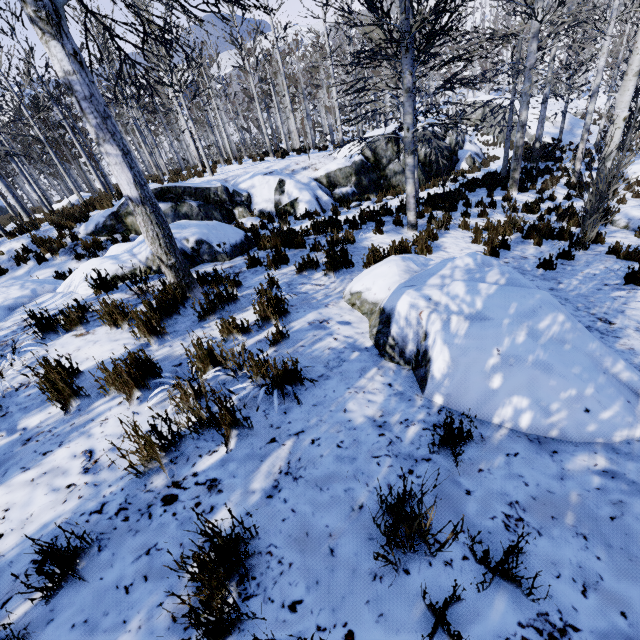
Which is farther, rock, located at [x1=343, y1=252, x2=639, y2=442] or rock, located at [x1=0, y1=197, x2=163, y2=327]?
rock, located at [x1=0, y1=197, x2=163, y2=327]

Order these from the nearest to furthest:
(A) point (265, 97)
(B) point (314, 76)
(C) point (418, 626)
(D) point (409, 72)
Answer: (C) point (418, 626), (D) point (409, 72), (B) point (314, 76), (A) point (265, 97)

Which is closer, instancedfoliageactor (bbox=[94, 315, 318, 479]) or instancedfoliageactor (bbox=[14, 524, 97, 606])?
instancedfoliageactor (bbox=[14, 524, 97, 606])

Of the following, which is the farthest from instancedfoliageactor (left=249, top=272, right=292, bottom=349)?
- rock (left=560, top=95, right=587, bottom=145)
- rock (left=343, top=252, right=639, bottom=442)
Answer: rock (left=560, top=95, right=587, bottom=145)

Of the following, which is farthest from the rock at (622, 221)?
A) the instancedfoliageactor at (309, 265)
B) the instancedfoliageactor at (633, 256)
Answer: the instancedfoliageactor at (309, 265)

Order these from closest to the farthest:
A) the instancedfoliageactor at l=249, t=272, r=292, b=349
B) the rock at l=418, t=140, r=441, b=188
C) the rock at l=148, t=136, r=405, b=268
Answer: the instancedfoliageactor at l=249, t=272, r=292, b=349 < the rock at l=148, t=136, r=405, b=268 < the rock at l=418, t=140, r=441, b=188

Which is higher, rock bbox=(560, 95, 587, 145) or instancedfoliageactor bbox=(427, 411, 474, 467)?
instancedfoliageactor bbox=(427, 411, 474, 467)

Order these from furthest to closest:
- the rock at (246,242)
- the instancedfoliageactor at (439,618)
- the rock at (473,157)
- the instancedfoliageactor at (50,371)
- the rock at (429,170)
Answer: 1. the rock at (473,157)
2. the rock at (429,170)
3. the rock at (246,242)
4. the instancedfoliageactor at (50,371)
5. the instancedfoliageactor at (439,618)
